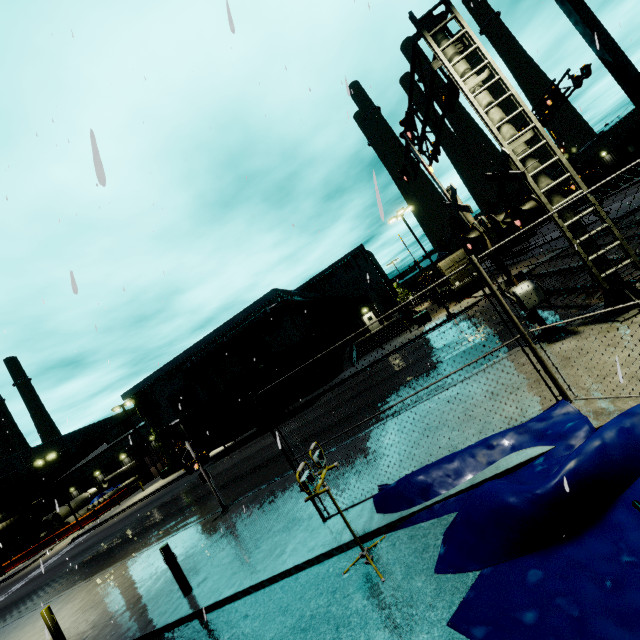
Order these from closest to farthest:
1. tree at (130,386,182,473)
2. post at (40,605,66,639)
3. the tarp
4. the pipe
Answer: the tarp
post at (40,605,66,639)
the pipe
tree at (130,386,182,473)

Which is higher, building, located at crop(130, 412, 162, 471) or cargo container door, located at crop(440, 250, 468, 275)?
building, located at crop(130, 412, 162, 471)

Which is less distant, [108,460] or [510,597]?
[510,597]

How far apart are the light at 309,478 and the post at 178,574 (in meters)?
4.40

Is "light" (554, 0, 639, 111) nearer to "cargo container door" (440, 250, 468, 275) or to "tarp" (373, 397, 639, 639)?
"tarp" (373, 397, 639, 639)

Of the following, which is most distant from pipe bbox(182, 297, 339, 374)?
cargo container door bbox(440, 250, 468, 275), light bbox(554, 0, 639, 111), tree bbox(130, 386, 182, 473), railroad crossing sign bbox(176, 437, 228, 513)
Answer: light bbox(554, 0, 639, 111)

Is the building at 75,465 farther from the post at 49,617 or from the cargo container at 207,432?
the post at 49,617

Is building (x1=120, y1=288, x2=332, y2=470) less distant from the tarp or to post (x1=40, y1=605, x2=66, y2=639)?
the tarp
